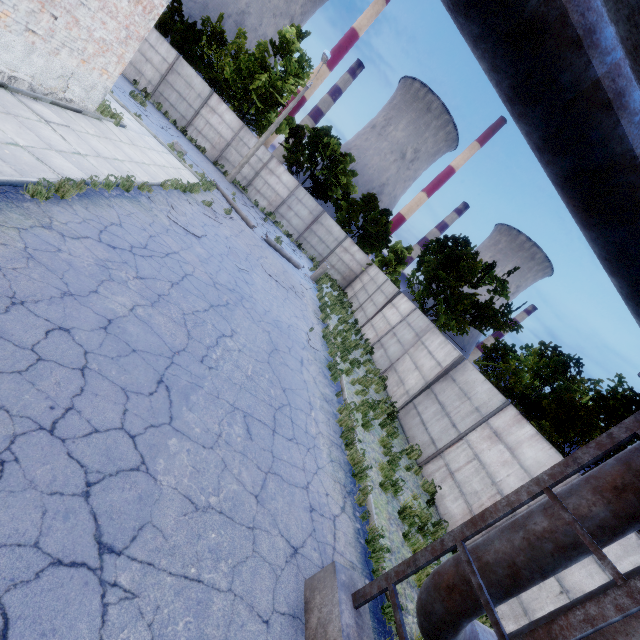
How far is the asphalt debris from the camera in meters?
10.0 m

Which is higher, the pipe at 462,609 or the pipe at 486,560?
the pipe at 486,560

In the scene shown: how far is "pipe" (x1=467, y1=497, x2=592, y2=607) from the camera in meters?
3.4 m

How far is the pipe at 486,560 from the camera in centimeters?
336cm

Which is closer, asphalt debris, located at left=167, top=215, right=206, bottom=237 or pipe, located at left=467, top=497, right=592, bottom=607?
pipe, located at left=467, top=497, right=592, bottom=607

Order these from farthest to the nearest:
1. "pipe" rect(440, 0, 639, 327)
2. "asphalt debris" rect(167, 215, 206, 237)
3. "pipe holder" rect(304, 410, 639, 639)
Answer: "asphalt debris" rect(167, 215, 206, 237) < "pipe holder" rect(304, 410, 639, 639) < "pipe" rect(440, 0, 639, 327)

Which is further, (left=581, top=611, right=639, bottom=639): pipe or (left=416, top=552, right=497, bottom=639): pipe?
(left=416, top=552, right=497, bottom=639): pipe

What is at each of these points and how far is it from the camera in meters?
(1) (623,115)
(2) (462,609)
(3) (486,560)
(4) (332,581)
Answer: (1) pipe, 1.8
(2) pipe, 3.6
(3) pipe, 3.7
(4) pipe holder, 4.1
